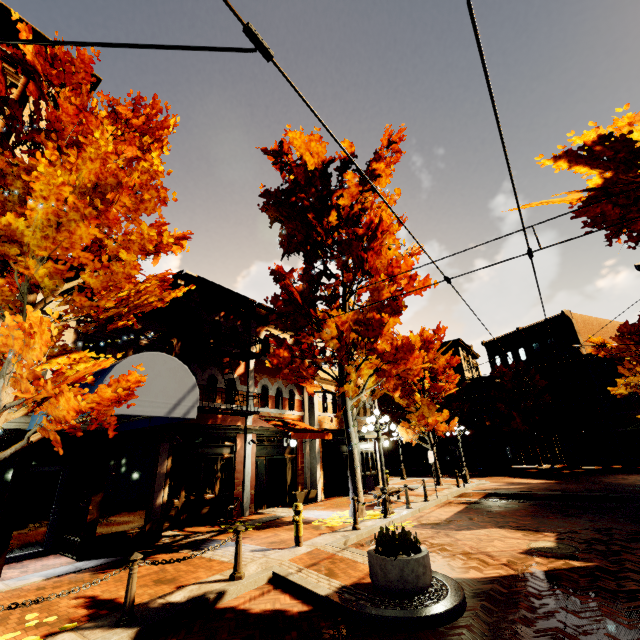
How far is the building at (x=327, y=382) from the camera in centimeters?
1853cm

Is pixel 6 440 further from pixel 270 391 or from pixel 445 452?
pixel 445 452

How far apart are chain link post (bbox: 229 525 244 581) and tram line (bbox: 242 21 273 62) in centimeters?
736cm

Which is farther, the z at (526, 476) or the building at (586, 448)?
the building at (586, 448)

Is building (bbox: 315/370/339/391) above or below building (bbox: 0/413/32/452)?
above

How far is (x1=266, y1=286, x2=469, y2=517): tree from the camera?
11.34m

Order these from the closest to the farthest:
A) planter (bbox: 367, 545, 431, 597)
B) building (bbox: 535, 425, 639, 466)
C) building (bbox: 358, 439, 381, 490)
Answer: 1. planter (bbox: 367, 545, 431, 597)
2. building (bbox: 358, 439, 381, 490)
3. building (bbox: 535, 425, 639, 466)

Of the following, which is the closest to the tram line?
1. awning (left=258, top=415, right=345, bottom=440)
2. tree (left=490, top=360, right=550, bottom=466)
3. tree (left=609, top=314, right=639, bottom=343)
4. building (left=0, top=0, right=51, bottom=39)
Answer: building (left=0, top=0, right=51, bottom=39)
